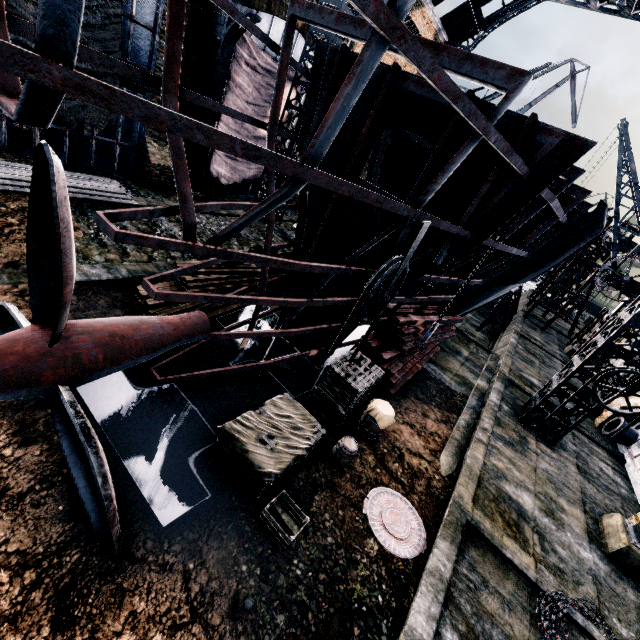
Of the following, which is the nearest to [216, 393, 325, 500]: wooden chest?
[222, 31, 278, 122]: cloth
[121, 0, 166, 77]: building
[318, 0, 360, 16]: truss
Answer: [121, 0, 166, 77]: building

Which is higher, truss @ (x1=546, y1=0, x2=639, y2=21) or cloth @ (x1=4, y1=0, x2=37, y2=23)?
truss @ (x1=546, y1=0, x2=639, y2=21)

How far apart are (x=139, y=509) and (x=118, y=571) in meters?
0.9

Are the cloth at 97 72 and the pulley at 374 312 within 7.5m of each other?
no

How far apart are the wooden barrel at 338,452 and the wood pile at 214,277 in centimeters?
597cm

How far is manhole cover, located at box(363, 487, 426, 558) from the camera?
7.6m

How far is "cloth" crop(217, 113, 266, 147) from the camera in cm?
1881

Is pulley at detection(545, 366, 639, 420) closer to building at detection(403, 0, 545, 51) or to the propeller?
the propeller
